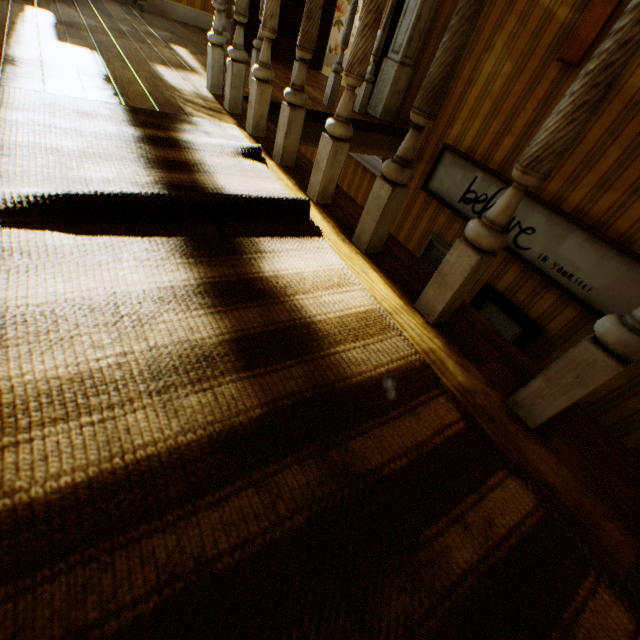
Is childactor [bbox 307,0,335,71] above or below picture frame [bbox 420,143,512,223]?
above

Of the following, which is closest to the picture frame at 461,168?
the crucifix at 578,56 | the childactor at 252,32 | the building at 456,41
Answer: the building at 456,41

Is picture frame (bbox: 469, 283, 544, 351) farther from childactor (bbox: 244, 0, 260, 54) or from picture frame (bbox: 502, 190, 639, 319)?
childactor (bbox: 244, 0, 260, 54)

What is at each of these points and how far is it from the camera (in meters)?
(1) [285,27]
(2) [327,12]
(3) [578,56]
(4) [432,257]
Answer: (1) childactor, 3.64
(2) childactor, 3.81
(3) crucifix, 1.96
(4) picture frame, 3.11

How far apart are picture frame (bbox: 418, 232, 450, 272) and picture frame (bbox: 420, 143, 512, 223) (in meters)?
0.26

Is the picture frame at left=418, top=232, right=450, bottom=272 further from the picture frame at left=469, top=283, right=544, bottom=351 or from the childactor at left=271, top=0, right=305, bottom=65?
the childactor at left=271, top=0, right=305, bottom=65

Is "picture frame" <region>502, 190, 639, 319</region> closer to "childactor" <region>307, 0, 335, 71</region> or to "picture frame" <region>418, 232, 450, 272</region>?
"picture frame" <region>418, 232, 450, 272</region>

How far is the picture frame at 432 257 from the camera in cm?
298
